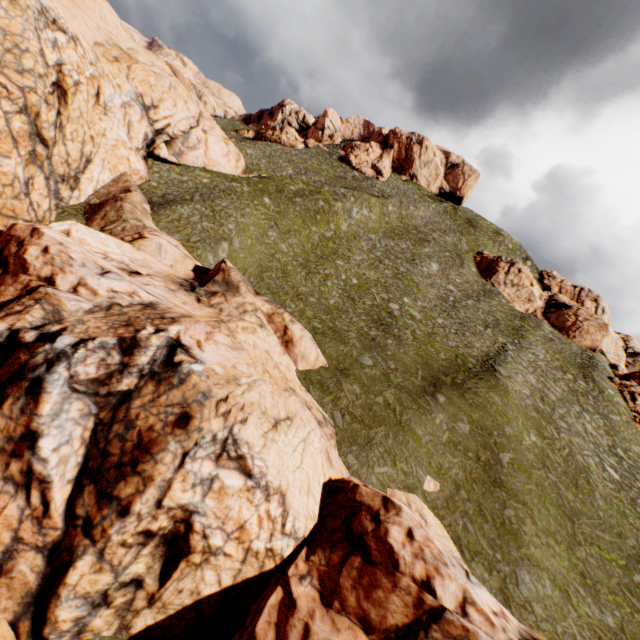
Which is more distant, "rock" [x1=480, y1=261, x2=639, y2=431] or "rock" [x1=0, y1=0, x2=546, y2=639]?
"rock" [x1=480, y1=261, x2=639, y2=431]

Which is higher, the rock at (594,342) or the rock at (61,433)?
the rock at (594,342)

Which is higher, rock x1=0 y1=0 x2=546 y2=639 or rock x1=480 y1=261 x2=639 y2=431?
rock x1=480 y1=261 x2=639 y2=431

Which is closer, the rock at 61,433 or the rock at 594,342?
the rock at 61,433

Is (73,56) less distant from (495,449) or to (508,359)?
(495,449)
